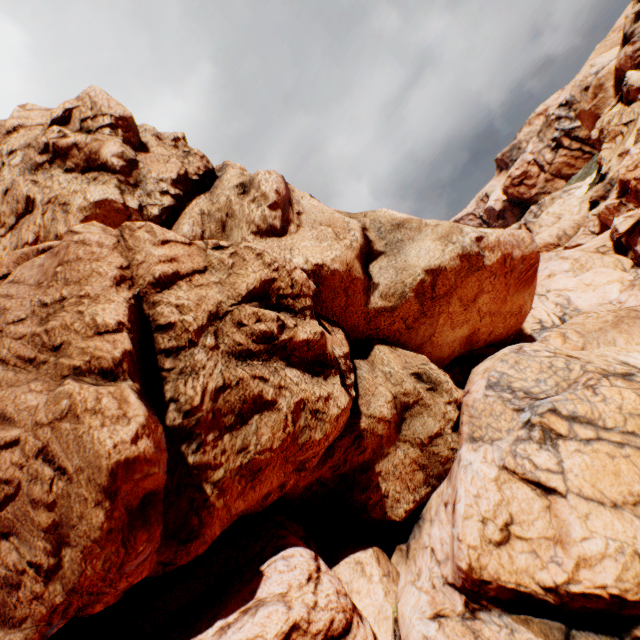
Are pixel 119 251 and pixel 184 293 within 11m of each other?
yes
